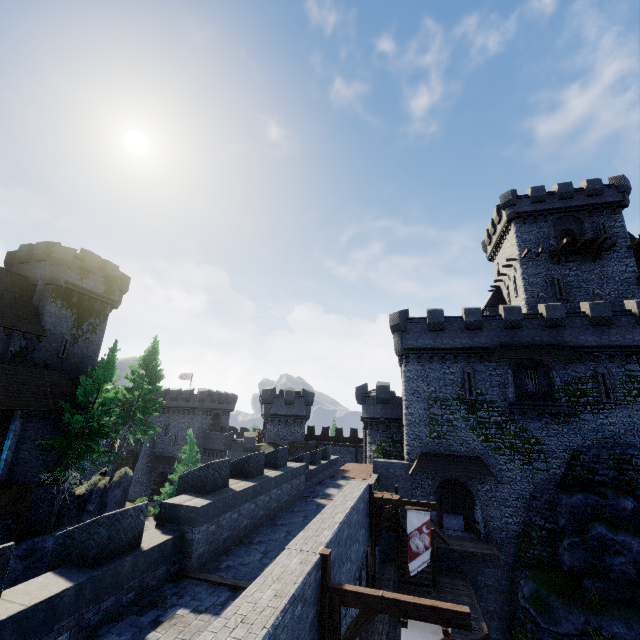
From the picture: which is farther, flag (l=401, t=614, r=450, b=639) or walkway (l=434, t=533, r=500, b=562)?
walkway (l=434, t=533, r=500, b=562)

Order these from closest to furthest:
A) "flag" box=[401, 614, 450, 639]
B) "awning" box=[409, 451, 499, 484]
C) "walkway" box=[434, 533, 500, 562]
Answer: "flag" box=[401, 614, 450, 639]
"walkway" box=[434, 533, 500, 562]
"awning" box=[409, 451, 499, 484]

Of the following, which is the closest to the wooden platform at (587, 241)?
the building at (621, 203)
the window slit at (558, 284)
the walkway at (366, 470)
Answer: the building at (621, 203)

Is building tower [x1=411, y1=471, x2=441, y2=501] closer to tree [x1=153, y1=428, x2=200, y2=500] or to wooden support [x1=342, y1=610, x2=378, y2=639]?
wooden support [x1=342, y1=610, x2=378, y2=639]

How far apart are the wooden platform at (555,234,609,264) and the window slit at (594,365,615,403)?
12.3 meters

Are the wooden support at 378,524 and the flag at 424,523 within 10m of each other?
yes

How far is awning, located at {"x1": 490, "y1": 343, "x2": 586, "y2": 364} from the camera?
24.3 meters

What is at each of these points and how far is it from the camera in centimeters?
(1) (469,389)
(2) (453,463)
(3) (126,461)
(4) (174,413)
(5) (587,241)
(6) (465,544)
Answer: (1) window slit, 2627cm
(2) awning, 2478cm
(3) building, 5953cm
(4) building, 5444cm
(5) wooden platform, 3092cm
(6) walkway, 2195cm
